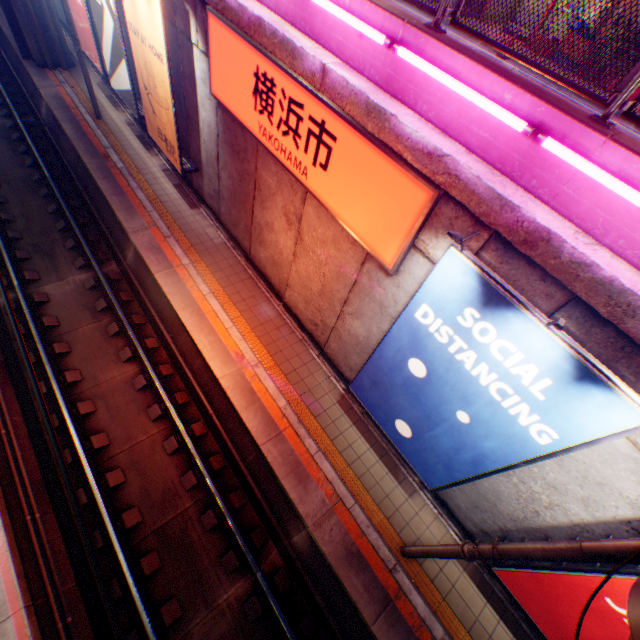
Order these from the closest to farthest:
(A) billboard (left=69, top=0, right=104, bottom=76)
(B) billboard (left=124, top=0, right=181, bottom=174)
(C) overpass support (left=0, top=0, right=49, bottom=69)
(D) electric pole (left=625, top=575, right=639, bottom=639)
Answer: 1. (D) electric pole (left=625, top=575, right=639, bottom=639)
2. (B) billboard (left=124, top=0, right=181, bottom=174)
3. (A) billboard (left=69, top=0, right=104, bottom=76)
4. (C) overpass support (left=0, top=0, right=49, bottom=69)

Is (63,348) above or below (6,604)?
below

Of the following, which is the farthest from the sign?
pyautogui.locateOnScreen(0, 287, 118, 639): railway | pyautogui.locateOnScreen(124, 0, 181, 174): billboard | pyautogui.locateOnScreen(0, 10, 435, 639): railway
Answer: pyautogui.locateOnScreen(0, 287, 118, 639): railway

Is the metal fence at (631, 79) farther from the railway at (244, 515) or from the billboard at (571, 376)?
the billboard at (571, 376)

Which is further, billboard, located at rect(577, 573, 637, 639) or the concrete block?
billboard, located at rect(577, 573, 637, 639)

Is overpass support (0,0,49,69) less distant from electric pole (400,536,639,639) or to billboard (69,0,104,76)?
billboard (69,0,104,76)

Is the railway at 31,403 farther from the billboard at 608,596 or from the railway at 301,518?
the billboard at 608,596

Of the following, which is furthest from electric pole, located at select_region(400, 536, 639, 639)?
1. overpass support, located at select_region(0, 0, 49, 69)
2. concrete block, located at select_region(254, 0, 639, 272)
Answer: overpass support, located at select_region(0, 0, 49, 69)
